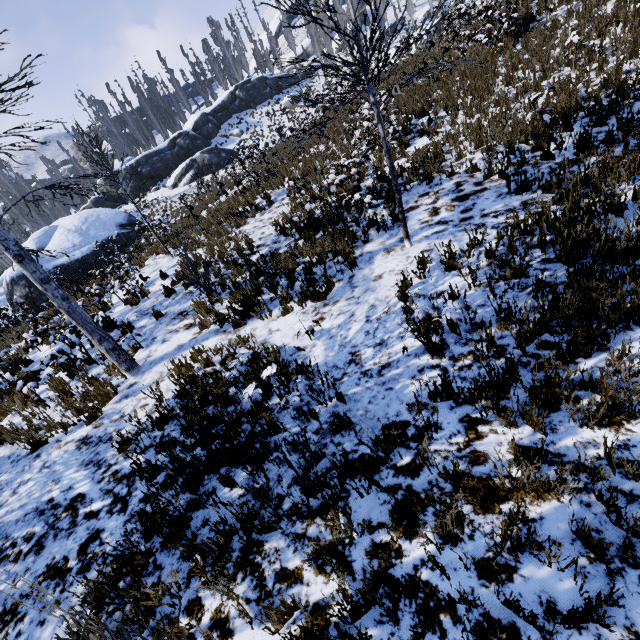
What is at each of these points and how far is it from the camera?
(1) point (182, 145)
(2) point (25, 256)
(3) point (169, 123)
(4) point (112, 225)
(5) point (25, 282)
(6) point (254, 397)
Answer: (1) rock, 38.7m
(2) instancedfoliageactor, 5.3m
(3) instancedfoliageactor, 53.6m
(4) rock, 24.3m
(5) rock, 20.4m
(6) instancedfoliageactor, 3.5m

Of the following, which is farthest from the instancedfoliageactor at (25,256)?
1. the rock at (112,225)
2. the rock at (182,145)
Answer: the rock at (112,225)

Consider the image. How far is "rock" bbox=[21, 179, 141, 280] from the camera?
21.4m

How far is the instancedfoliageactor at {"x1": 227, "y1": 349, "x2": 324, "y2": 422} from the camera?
3.47m

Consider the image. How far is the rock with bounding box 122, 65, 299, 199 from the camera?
35.2 meters

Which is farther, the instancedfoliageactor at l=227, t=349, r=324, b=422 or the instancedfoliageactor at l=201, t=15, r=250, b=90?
the instancedfoliageactor at l=201, t=15, r=250, b=90

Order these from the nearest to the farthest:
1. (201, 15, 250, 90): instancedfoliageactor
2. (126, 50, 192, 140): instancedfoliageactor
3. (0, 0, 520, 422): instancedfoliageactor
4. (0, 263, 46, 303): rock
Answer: A: (0, 0, 520, 422): instancedfoliageactor → (0, 263, 46, 303): rock → (126, 50, 192, 140): instancedfoliageactor → (201, 15, 250, 90): instancedfoliageactor

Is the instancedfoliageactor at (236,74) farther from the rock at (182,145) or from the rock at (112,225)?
the rock at (112,225)
